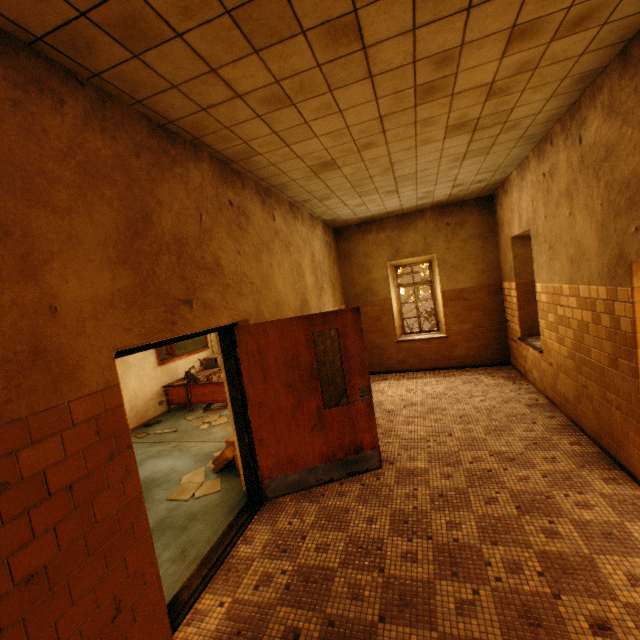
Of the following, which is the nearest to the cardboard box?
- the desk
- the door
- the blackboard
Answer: the door

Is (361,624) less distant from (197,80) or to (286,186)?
(197,80)

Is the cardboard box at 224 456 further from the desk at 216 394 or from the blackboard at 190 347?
the blackboard at 190 347

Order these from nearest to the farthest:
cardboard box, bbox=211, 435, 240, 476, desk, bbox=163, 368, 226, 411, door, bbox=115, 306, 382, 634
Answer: door, bbox=115, 306, 382, 634 < cardboard box, bbox=211, 435, 240, 476 < desk, bbox=163, 368, 226, 411

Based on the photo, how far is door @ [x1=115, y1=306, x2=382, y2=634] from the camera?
3.23m

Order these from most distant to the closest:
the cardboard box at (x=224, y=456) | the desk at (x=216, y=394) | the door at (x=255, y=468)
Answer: the desk at (x=216, y=394), the cardboard box at (x=224, y=456), the door at (x=255, y=468)

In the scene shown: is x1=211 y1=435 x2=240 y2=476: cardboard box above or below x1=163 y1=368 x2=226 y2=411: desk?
below
